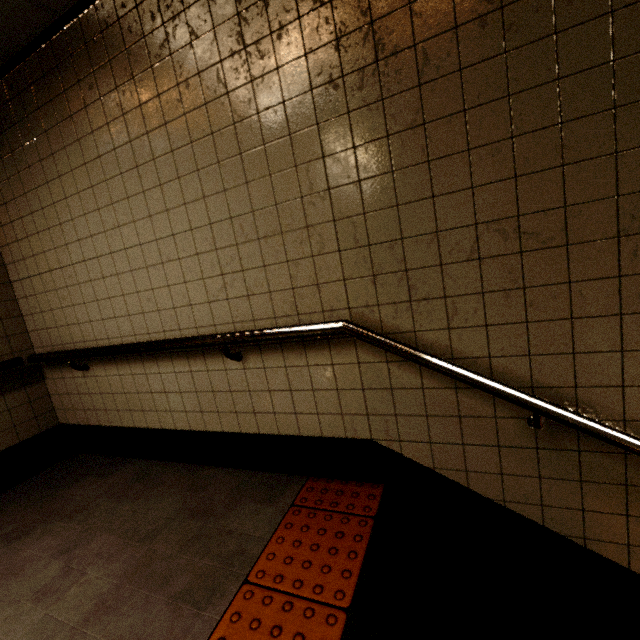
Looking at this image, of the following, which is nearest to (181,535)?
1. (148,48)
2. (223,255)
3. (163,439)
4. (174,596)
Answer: (174,596)
